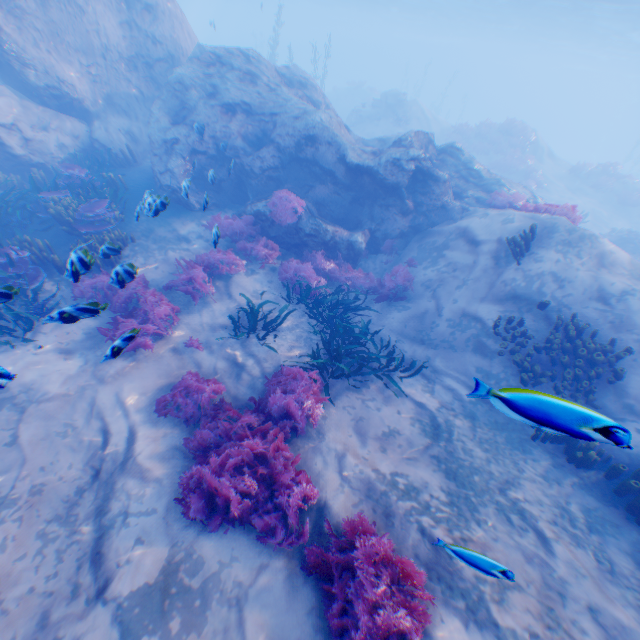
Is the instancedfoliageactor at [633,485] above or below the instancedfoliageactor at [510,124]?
below

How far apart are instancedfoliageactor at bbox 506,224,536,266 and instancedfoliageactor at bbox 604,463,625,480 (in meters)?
5.12

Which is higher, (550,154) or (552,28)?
(552,28)

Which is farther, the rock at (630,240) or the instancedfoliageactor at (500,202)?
the rock at (630,240)

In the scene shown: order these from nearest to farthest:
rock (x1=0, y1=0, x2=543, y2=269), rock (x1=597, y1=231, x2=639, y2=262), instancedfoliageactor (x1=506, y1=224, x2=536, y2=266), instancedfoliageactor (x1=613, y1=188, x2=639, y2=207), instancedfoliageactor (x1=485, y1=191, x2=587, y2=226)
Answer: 1. instancedfoliageactor (x1=506, y1=224, x2=536, y2=266)
2. instancedfoliageactor (x1=485, y1=191, x2=587, y2=226)
3. rock (x1=0, y1=0, x2=543, y2=269)
4. rock (x1=597, y1=231, x2=639, y2=262)
5. instancedfoliageactor (x1=613, y1=188, x2=639, y2=207)

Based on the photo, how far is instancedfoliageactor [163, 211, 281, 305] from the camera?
8.7 meters

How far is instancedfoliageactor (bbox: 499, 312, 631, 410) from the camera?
7.1m
